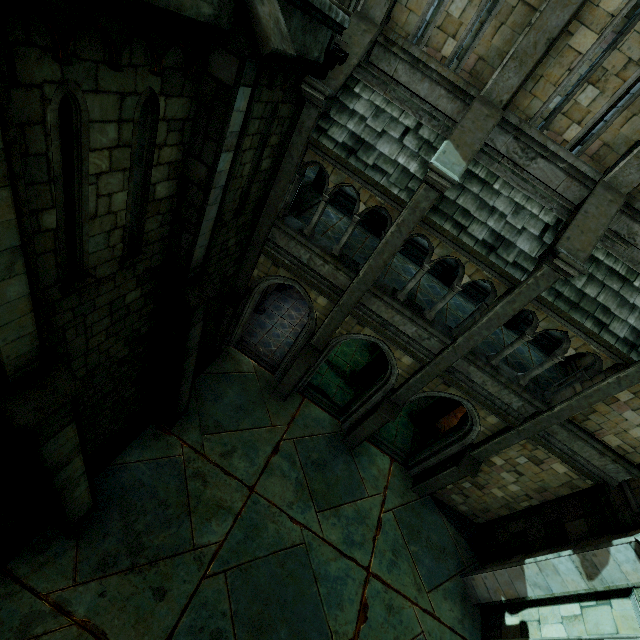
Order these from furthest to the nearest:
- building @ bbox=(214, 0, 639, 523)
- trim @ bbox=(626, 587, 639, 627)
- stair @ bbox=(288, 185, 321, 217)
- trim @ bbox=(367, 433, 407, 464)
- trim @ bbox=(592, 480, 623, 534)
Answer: trim @ bbox=(367, 433, 407, 464) < stair @ bbox=(288, 185, 321, 217) < trim @ bbox=(592, 480, 623, 534) < trim @ bbox=(626, 587, 639, 627) < building @ bbox=(214, 0, 639, 523)

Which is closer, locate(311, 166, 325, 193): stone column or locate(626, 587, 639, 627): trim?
locate(626, 587, 639, 627): trim

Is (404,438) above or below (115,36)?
below

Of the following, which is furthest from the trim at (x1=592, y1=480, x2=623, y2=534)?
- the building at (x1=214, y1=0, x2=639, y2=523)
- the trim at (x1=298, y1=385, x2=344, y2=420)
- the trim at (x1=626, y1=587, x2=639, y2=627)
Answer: the trim at (x1=298, y1=385, x2=344, y2=420)

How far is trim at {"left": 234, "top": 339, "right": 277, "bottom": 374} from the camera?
12.9m

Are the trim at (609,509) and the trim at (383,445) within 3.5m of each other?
no

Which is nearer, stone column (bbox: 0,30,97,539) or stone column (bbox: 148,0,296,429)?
stone column (bbox: 0,30,97,539)

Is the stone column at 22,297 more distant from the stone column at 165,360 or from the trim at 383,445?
the trim at 383,445
